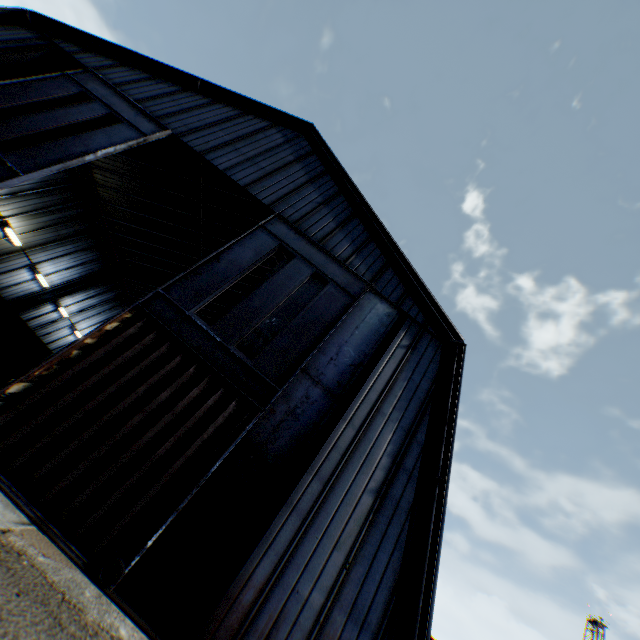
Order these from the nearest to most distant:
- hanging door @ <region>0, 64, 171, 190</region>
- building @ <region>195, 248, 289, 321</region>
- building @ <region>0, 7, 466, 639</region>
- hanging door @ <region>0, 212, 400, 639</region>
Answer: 1. hanging door @ <region>0, 212, 400, 639</region>
2. building @ <region>0, 7, 466, 639</region>
3. hanging door @ <region>0, 64, 171, 190</region>
4. building @ <region>195, 248, 289, 321</region>

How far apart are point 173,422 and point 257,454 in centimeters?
218cm

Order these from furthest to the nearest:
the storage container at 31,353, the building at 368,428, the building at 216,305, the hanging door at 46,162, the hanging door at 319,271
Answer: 1. the building at 216,305
2. the storage container at 31,353
3. the hanging door at 46,162
4. the building at 368,428
5. the hanging door at 319,271

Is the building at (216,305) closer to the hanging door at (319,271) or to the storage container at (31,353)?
the hanging door at (319,271)

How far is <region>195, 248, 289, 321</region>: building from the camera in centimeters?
2418cm

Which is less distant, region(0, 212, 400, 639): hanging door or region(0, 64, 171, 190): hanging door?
region(0, 212, 400, 639): hanging door

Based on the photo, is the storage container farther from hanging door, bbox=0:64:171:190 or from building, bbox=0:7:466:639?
hanging door, bbox=0:64:171:190
